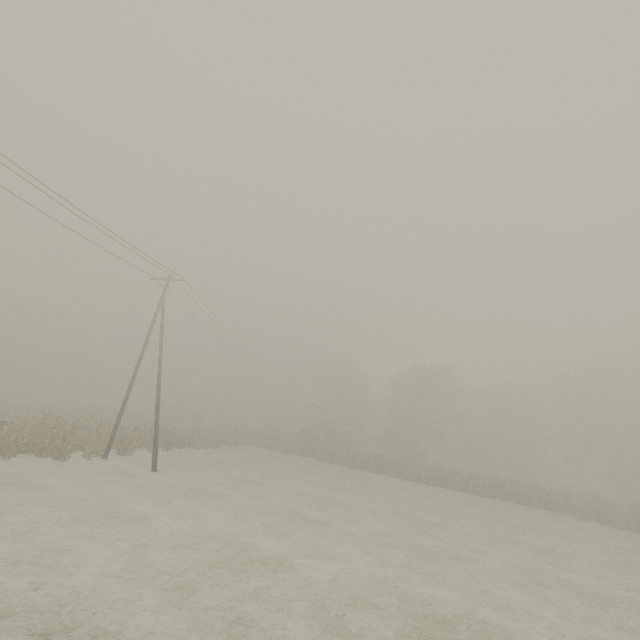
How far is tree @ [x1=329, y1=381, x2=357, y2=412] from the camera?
57.78m

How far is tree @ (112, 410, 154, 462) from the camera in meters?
21.6 m

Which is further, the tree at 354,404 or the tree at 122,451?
the tree at 354,404

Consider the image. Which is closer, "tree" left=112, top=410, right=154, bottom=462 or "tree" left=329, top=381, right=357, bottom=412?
"tree" left=112, top=410, right=154, bottom=462

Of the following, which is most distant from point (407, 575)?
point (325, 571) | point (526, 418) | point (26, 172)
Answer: point (526, 418)

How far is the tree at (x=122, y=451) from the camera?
21.64m

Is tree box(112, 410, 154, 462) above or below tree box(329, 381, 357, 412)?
below
